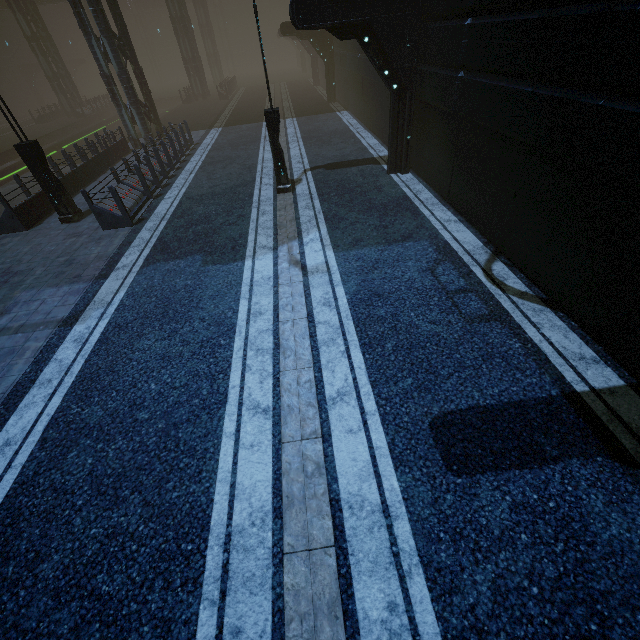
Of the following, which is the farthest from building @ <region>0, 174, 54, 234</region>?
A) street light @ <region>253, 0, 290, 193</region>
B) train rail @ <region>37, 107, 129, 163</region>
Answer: street light @ <region>253, 0, 290, 193</region>

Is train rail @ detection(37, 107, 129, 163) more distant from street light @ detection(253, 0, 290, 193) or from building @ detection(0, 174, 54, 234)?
street light @ detection(253, 0, 290, 193)

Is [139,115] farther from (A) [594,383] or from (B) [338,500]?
(A) [594,383]

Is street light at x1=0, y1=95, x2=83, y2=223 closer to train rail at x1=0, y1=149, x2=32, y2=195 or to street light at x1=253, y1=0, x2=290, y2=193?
train rail at x1=0, y1=149, x2=32, y2=195

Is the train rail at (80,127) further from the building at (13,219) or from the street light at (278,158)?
the street light at (278,158)

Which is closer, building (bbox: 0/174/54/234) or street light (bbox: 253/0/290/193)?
street light (bbox: 253/0/290/193)

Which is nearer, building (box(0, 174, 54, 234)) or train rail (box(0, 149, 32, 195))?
building (box(0, 174, 54, 234))

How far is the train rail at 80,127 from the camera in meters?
25.3 m
